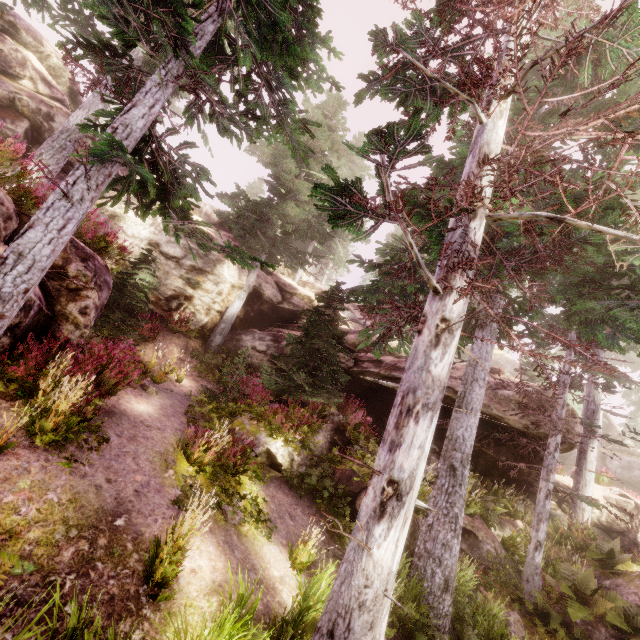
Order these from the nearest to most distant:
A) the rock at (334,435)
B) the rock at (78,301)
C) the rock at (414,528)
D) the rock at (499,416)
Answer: the rock at (78,301), the rock at (414,528), the rock at (334,435), the rock at (499,416)

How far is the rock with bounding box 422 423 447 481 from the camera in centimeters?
1314cm

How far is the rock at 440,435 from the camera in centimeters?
1314cm

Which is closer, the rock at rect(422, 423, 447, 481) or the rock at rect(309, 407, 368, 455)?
the rock at rect(309, 407, 368, 455)

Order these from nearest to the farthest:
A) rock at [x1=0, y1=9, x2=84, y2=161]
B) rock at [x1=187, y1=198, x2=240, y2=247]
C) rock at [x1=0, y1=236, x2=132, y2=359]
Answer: rock at [x1=0, y1=236, x2=132, y2=359] < rock at [x1=0, y1=9, x2=84, y2=161] < rock at [x1=187, y1=198, x2=240, y2=247]

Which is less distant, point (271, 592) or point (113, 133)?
point (113, 133)
